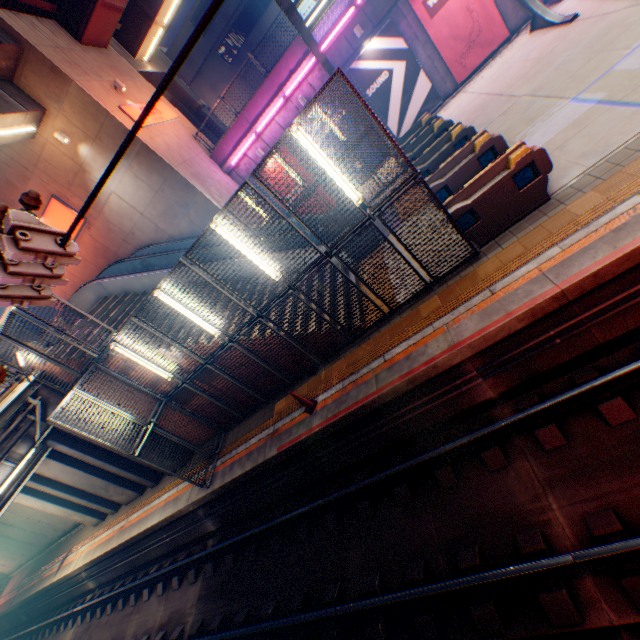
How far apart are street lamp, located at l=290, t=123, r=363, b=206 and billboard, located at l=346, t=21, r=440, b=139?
12.67m

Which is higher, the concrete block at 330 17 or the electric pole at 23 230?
the concrete block at 330 17

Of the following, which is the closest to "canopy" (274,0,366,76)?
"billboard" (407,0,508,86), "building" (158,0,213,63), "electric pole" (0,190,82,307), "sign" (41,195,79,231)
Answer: "billboard" (407,0,508,86)

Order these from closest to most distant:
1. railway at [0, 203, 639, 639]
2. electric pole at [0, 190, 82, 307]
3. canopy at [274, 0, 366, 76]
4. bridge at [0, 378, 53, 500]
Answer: electric pole at [0, 190, 82, 307], railway at [0, 203, 639, 639], canopy at [274, 0, 366, 76], bridge at [0, 378, 53, 500]

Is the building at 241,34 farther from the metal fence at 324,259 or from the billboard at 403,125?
the billboard at 403,125

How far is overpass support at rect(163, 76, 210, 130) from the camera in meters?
24.0 m

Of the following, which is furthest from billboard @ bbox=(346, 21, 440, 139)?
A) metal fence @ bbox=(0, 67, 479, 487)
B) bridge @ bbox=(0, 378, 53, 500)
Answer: bridge @ bbox=(0, 378, 53, 500)

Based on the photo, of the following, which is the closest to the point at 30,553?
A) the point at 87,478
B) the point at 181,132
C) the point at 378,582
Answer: the point at 87,478
